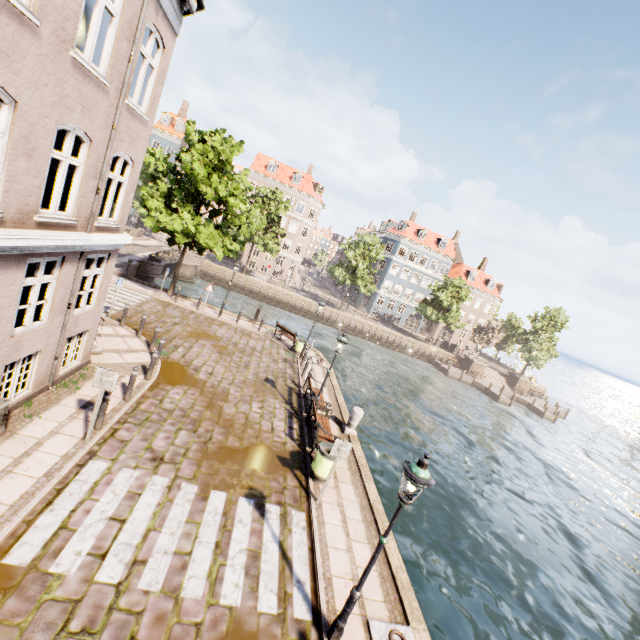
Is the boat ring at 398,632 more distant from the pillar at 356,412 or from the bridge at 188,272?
the bridge at 188,272

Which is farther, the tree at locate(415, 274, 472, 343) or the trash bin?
the tree at locate(415, 274, 472, 343)

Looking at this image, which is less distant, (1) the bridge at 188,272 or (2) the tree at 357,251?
(1) the bridge at 188,272

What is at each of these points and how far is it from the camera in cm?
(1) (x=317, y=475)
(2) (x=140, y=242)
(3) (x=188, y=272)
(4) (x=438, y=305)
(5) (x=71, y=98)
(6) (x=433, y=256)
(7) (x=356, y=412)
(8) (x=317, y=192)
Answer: (1) trash bin, 919
(2) bridge, 3553
(3) bridge, 3634
(4) tree, 4875
(5) building, 601
(6) building, 5350
(7) pillar, 1252
(8) building, 5066

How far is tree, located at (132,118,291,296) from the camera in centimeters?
1731cm

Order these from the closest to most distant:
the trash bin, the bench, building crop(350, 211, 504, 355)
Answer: the trash bin
the bench
building crop(350, 211, 504, 355)

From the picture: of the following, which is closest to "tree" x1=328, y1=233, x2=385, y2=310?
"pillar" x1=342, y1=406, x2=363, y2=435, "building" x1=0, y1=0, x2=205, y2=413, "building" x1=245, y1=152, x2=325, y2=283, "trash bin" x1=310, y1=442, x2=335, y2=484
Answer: "building" x1=0, y1=0, x2=205, y2=413

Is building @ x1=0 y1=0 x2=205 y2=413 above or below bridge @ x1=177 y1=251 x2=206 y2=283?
above
